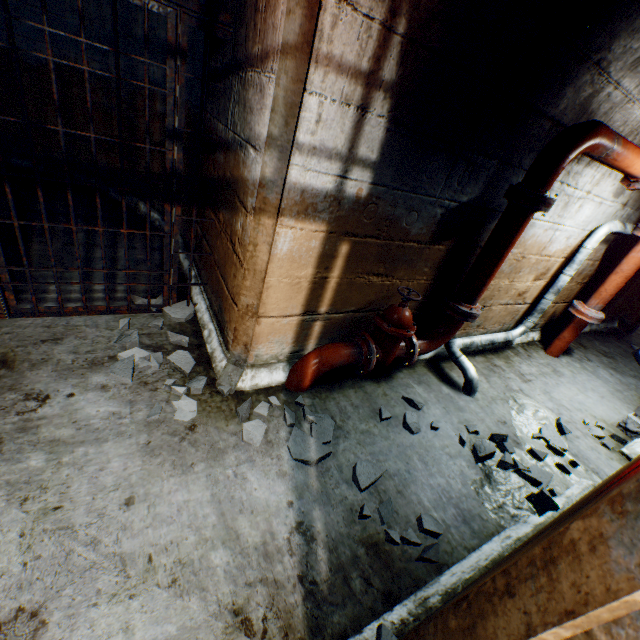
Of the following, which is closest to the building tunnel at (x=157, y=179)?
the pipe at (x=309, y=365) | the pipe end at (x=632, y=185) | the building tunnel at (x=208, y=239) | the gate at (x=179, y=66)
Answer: the building tunnel at (x=208, y=239)

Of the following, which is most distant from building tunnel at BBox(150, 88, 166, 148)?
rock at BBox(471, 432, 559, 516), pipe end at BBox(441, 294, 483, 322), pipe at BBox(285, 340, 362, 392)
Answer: rock at BBox(471, 432, 559, 516)

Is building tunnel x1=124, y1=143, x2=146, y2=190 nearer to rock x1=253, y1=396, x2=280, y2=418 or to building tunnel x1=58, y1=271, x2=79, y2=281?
building tunnel x1=58, y1=271, x2=79, y2=281

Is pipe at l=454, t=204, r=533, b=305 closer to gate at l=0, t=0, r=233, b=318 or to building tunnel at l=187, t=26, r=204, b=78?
building tunnel at l=187, t=26, r=204, b=78

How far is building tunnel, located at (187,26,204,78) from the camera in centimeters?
263cm

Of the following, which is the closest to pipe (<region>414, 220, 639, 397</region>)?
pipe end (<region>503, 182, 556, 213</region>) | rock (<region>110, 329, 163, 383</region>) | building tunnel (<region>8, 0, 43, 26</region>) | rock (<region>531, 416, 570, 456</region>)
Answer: pipe end (<region>503, 182, 556, 213</region>)

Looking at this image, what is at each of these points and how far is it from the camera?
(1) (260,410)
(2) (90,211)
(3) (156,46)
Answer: (1) rock, 2.3 meters
(2) building tunnel, 4.1 meters
(3) building tunnel, 3.4 meters

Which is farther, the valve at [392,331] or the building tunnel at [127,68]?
the building tunnel at [127,68]
